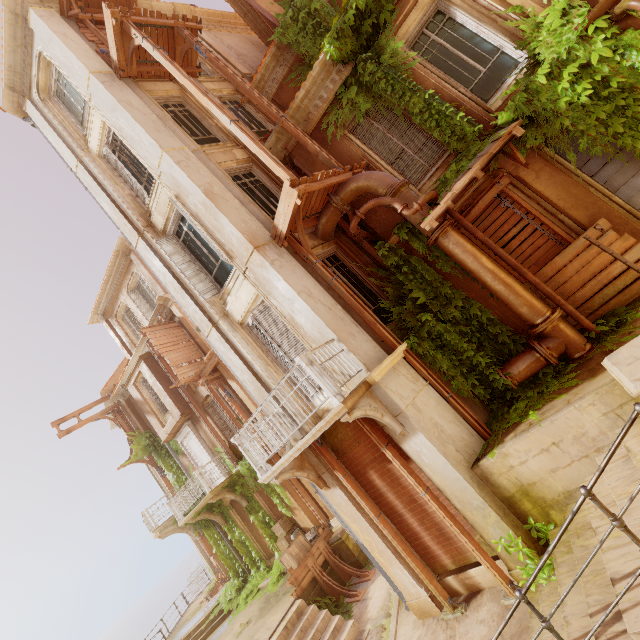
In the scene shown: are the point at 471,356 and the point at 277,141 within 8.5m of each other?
yes

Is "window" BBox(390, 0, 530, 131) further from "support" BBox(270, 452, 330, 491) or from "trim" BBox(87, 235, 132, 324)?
"trim" BBox(87, 235, 132, 324)

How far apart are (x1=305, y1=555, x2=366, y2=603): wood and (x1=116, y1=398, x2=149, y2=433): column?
12.3m

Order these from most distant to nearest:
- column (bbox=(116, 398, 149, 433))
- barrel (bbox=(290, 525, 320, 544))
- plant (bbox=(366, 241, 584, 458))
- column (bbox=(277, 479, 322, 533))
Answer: column (bbox=(116, 398, 149, 433))
column (bbox=(277, 479, 322, 533))
barrel (bbox=(290, 525, 320, 544))
plant (bbox=(366, 241, 584, 458))

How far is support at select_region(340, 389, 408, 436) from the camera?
5.66m

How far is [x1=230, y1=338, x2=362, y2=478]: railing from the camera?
5.7 meters

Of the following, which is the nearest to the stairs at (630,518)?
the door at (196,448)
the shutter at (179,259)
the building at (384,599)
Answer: the building at (384,599)

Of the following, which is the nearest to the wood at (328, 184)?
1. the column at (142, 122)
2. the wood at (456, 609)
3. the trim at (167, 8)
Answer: the column at (142, 122)
